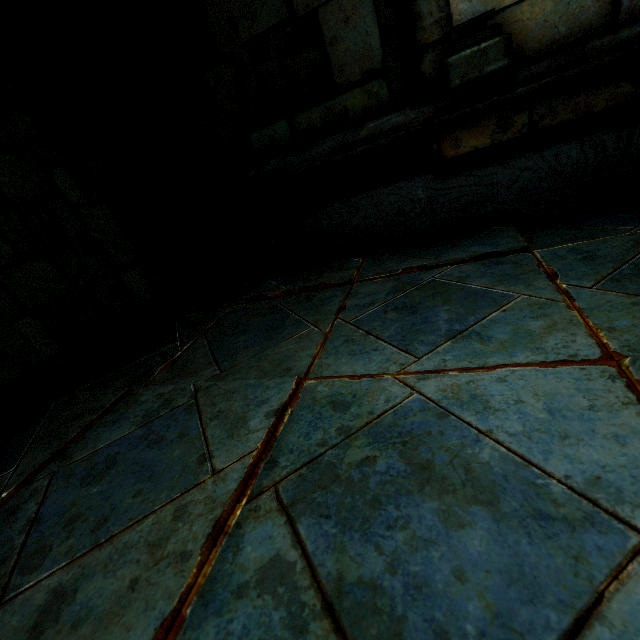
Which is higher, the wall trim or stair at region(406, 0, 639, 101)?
stair at region(406, 0, 639, 101)

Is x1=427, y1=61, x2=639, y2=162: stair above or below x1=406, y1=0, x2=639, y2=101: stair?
below

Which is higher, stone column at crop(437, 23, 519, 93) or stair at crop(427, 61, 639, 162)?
stone column at crop(437, 23, 519, 93)

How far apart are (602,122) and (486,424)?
2.06m

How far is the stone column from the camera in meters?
1.7

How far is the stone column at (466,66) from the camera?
1.7m

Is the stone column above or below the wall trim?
above

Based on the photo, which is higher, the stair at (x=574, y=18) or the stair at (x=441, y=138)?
the stair at (x=574, y=18)
